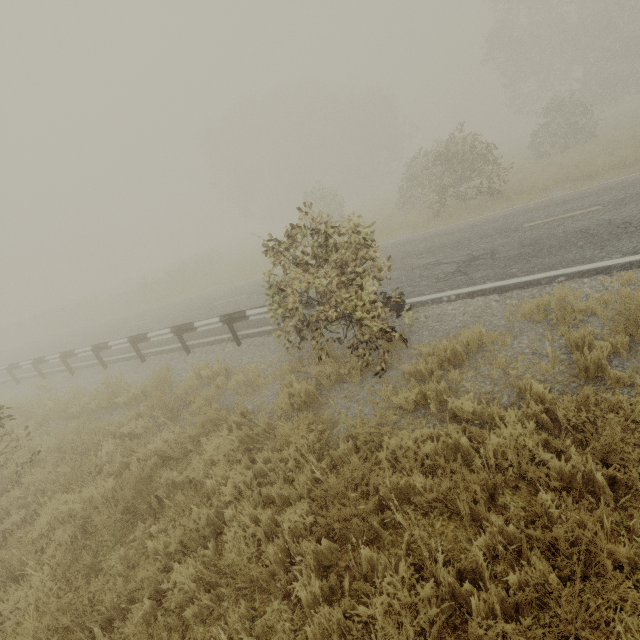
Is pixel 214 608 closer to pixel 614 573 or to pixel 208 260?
pixel 614 573

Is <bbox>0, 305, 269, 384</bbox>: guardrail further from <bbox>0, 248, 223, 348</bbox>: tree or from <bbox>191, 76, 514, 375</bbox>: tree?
<bbox>0, 248, 223, 348</bbox>: tree

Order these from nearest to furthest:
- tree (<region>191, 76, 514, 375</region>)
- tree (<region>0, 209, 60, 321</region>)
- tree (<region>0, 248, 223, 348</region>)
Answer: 1. tree (<region>191, 76, 514, 375</region>)
2. tree (<region>0, 248, 223, 348</region>)
3. tree (<region>0, 209, 60, 321</region>)

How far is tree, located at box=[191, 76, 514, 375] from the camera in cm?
509

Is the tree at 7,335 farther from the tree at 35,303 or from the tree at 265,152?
the tree at 35,303

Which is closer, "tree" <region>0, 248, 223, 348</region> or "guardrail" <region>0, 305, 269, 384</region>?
"guardrail" <region>0, 305, 269, 384</region>

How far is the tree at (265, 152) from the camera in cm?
509
